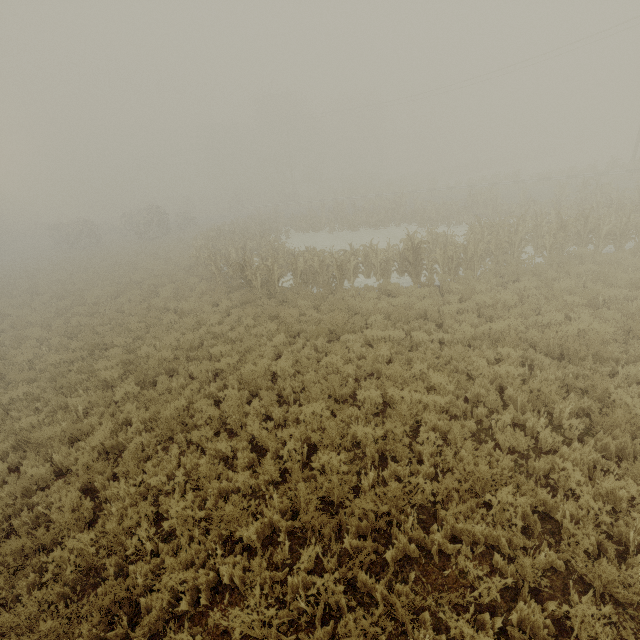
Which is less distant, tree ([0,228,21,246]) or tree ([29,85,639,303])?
tree ([29,85,639,303])

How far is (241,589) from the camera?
4.3 meters

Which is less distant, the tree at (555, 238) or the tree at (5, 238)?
the tree at (555, 238)
